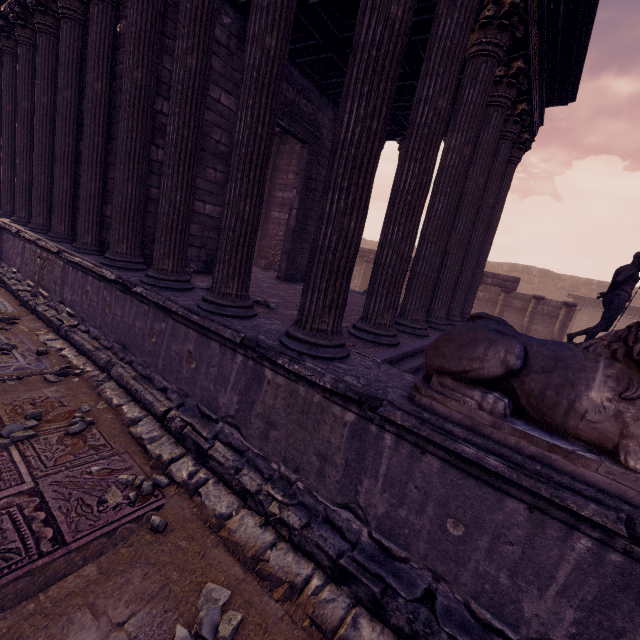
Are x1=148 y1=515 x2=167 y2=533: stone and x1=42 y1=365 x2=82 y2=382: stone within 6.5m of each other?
yes

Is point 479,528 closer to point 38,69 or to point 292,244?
point 292,244

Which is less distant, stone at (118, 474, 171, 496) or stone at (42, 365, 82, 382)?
stone at (118, 474, 171, 496)

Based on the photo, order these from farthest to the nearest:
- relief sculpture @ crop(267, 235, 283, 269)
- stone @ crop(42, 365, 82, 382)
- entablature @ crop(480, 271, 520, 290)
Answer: entablature @ crop(480, 271, 520, 290) < relief sculpture @ crop(267, 235, 283, 269) < stone @ crop(42, 365, 82, 382)

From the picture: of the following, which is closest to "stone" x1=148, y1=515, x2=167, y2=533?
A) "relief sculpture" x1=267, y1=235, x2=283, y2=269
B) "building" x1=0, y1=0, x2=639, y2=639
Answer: "building" x1=0, y1=0, x2=639, y2=639

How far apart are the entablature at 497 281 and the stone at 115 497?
13.7 meters

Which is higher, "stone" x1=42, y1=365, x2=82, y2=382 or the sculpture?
the sculpture

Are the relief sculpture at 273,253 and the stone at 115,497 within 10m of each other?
yes
